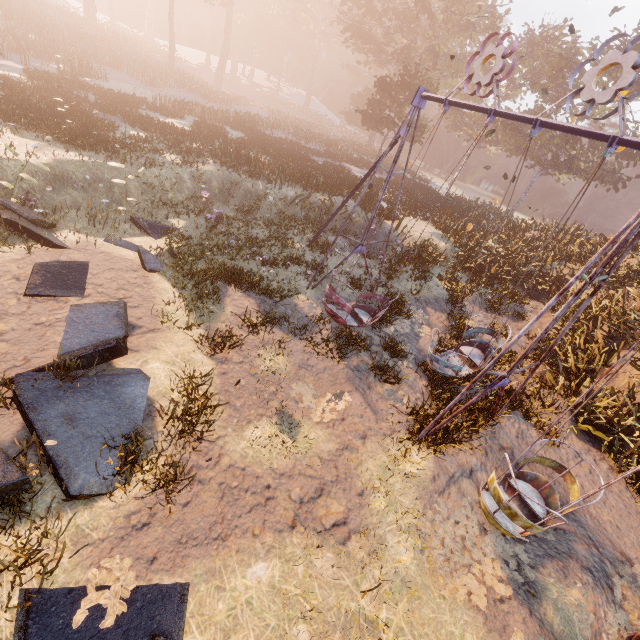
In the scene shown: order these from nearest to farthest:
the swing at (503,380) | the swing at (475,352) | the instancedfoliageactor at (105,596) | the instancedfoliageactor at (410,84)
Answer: the instancedfoliageactor at (105,596), the swing at (503,380), the swing at (475,352), the instancedfoliageactor at (410,84)

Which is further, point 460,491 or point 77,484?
point 460,491

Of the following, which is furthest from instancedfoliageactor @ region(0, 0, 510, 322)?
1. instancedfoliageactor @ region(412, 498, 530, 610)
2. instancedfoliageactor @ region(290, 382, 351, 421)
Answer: instancedfoliageactor @ region(412, 498, 530, 610)

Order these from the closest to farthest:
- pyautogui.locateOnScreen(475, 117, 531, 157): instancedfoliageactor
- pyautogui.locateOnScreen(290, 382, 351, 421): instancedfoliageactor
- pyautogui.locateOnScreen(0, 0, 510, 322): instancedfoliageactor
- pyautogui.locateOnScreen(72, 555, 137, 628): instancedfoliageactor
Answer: pyautogui.locateOnScreen(72, 555, 137, 628): instancedfoliageactor < pyautogui.locateOnScreen(290, 382, 351, 421): instancedfoliageactor < pyautogui.locateOnScreen(0, 0, 510, 322): instancedfoliageactor < pyautogui.locateOnScreen(475, 117, 531, 157): instancedfoliageactor

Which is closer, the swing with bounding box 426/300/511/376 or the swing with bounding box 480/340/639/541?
the swing with bounding box 480/340/639/541

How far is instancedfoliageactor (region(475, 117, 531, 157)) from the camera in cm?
3475

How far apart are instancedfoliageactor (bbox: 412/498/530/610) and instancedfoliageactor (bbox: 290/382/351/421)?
2.3m

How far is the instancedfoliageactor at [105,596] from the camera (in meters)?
3.49
